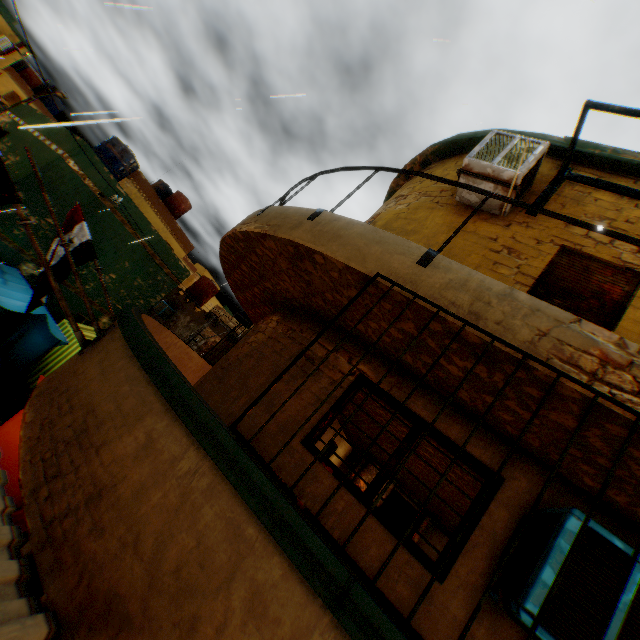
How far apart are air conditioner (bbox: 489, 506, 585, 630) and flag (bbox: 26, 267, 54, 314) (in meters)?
7.32

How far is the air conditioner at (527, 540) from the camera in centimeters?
206cm

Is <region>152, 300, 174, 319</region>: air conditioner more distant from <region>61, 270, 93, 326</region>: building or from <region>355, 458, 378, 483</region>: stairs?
<region>355, 458, 378, 483</region>: stairs

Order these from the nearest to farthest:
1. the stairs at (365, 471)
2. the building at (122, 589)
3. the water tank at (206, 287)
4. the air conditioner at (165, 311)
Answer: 1. the building at (122, 589)
2. the stairs at (365, 471)
3. the air conditioner at (165, 311)
4. the water tank at (206, 287)

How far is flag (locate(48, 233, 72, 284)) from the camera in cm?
592

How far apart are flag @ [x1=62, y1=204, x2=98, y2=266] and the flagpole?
1.2 meters

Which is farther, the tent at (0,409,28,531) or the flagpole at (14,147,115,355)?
the tent at (0,409,28,531)

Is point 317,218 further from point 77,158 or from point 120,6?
point 77,158
